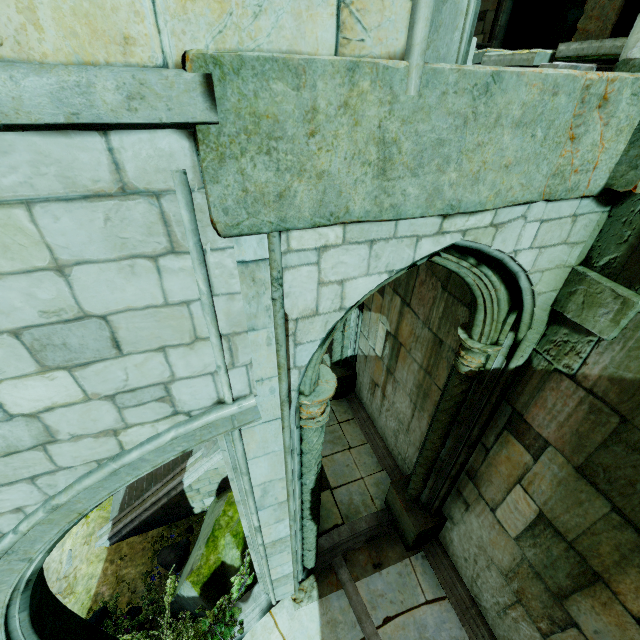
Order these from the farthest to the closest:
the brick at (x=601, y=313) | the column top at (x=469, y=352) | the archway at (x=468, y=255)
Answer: the column top at (x=469, y=352) < the brick at (x=601, y=313) < the archway at (x=468, y=255)

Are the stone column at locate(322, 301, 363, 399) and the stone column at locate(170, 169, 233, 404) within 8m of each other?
yes

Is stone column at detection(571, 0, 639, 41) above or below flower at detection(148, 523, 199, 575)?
above

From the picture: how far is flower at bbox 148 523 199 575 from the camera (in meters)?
8.88

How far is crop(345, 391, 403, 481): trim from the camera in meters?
7.7

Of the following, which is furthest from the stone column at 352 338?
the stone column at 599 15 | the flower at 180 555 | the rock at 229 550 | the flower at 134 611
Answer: the stone column at 599 15

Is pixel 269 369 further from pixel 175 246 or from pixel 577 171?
pixel 577 171

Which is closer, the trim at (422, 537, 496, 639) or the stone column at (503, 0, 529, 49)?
the trim at (422, 537, 496, 639)
